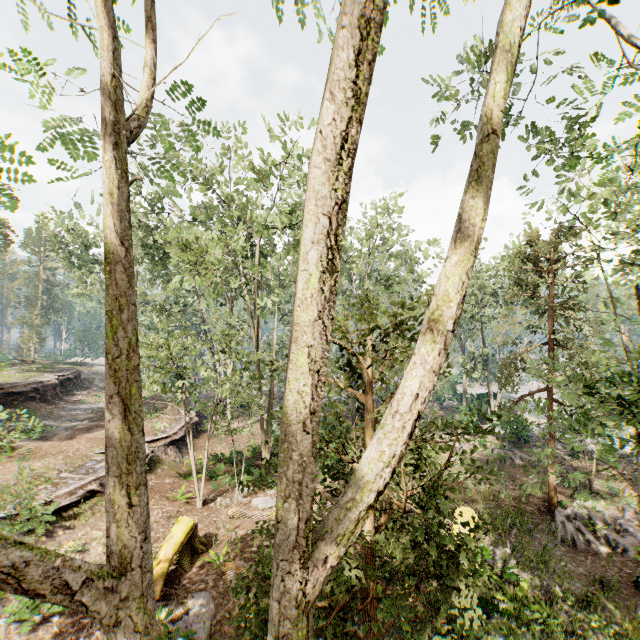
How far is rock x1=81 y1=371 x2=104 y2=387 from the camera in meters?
38.0 m

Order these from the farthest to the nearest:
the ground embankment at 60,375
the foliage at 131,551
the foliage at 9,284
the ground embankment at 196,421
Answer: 1. the foliage at 9,284
2. the ground embankment at 196,421
3. the ground embankment at 60,375
4. the foliage at 131,551

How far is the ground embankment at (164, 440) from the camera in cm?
1817

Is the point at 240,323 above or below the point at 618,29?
below

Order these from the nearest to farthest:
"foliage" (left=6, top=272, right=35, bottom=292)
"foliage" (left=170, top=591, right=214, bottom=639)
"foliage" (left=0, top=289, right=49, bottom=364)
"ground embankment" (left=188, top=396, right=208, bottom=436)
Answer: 1. "foliage" (left=170, top=591, right=214, bottom=639)
2. "ground embankment" (left=188, top=396, right=208, bottom=436)
3. "foliage" (left=0, top=289, right=49, bottom=364)
4. "foliage" (left=6, top=272, right=35, bottom=292)

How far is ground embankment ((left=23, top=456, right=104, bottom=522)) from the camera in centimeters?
1243cm

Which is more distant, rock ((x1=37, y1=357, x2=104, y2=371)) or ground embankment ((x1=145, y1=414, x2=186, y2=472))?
rock ((x1=37, y1=357, x2=104, y2=371))
